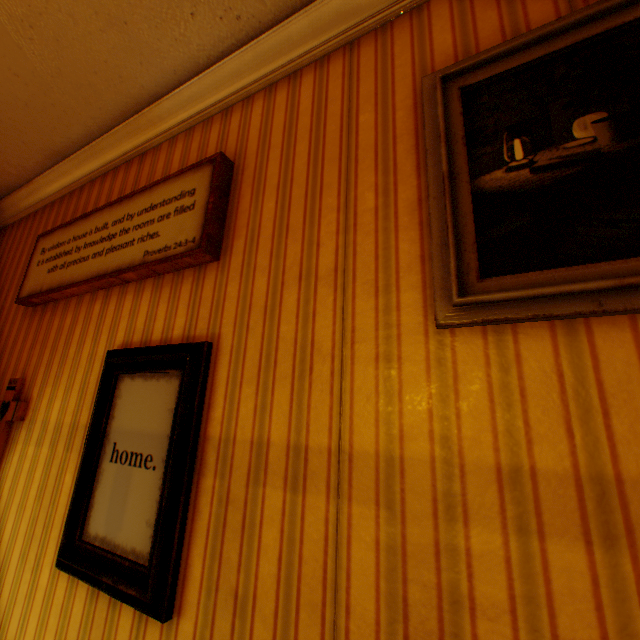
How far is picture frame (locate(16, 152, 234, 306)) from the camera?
1.6 meters

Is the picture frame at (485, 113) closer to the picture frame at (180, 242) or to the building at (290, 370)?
the building at (290, 370)

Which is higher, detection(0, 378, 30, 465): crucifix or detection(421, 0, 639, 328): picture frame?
detection(421, 0, 639, 328): picture frame

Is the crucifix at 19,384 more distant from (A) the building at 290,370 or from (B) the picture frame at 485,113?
(B) the picture frame at 485,113

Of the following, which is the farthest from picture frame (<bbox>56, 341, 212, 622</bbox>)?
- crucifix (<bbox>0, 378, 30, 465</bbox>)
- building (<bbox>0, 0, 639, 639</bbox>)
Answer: crucifix (<bbox>0, 378, 30, 465</bbox>)

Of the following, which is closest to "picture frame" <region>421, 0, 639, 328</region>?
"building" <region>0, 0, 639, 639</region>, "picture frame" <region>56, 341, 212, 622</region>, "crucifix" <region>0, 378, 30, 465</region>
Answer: "building" <region>0, 0, 639, 639</region>

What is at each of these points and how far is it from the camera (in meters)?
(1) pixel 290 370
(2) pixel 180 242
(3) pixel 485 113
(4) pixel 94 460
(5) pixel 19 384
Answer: (1) building, 1.20
(2) picture frame, 1.62
(3) picture frame, 1.10
(4) picture frame, 1.54
(5) crucifix, 2.15

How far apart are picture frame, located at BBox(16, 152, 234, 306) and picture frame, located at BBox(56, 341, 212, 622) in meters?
0.4
